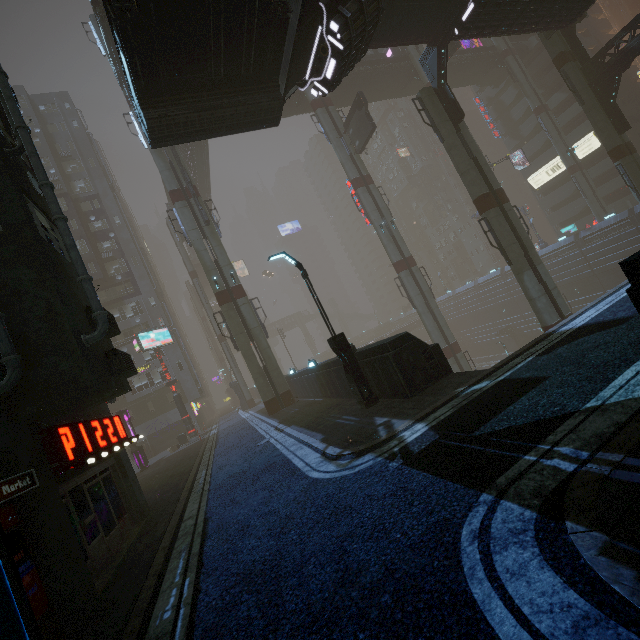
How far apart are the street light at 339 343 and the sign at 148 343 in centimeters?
2422cm

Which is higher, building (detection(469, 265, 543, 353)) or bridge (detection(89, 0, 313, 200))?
bridge (detection(89, 0, 313, 200))

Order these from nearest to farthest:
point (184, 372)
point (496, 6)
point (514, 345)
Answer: point (496, 6) < point (184, 372) < point (514, 345)

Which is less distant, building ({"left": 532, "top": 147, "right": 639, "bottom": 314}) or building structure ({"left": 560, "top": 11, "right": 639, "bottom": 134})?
building structure ({"left": 560, "top": 11, "right": 639, "bottom": 134})

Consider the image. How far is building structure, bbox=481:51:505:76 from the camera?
44.1m

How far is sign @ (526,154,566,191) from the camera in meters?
49.2

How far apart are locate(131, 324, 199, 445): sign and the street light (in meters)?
24.22

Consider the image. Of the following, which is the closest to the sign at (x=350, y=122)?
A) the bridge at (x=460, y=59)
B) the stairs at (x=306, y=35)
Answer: the bridge at (x=460, y=59)
